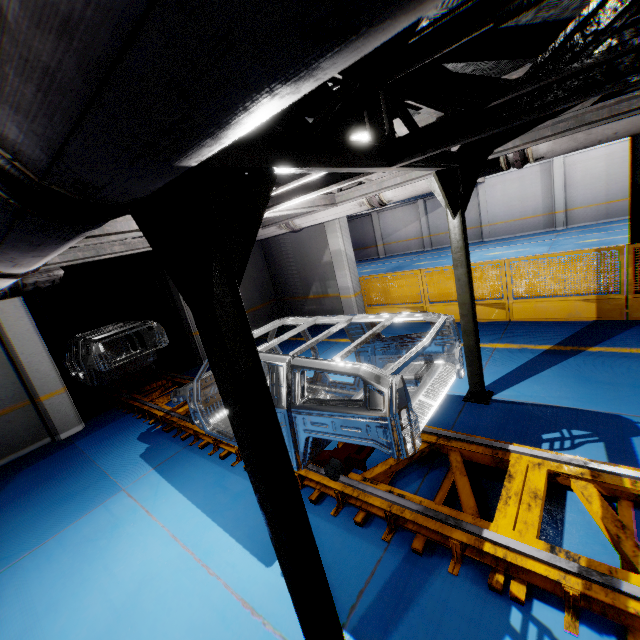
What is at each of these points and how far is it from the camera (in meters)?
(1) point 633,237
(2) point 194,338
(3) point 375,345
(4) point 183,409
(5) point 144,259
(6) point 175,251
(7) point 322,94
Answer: (1) metal pole, 6.59
(2) cement column, 9.88
(3) chassis, 4.59
(4) platform, 6.71
(5) vent pipe, 8.69
(6) metal pole, 1.47
(7) light, 2.46

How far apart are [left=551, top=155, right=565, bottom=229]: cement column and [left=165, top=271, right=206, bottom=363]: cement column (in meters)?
20.65

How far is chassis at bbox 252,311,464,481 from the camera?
2.6m

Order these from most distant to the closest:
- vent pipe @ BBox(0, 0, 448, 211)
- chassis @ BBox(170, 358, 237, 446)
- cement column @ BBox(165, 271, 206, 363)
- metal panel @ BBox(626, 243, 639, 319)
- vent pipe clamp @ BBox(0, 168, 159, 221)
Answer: cement column @ BBox(165, 271, 206, 363)
metal panel @ BBox(626, 243, 639, 319)
chassis @ BBox(170, 358, 237, 446)
vent pipe clamp @ BBox(0, 168, 159, 221)
vent pipe @ BBox(0, 0, 448, 211)

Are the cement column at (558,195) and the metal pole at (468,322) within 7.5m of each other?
no

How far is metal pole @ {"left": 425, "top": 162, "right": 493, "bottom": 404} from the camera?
4.14m

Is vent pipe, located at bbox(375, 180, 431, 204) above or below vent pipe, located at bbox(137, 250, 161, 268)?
below

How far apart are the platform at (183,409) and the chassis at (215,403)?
0.01m
